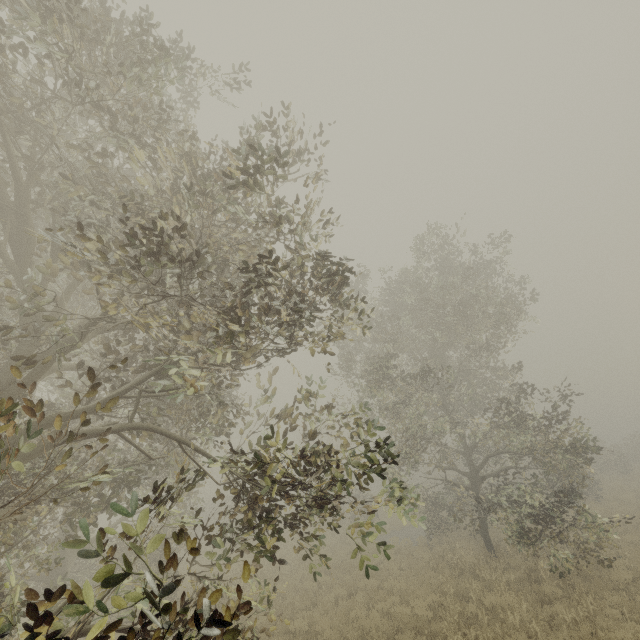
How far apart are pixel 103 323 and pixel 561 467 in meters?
15.7
